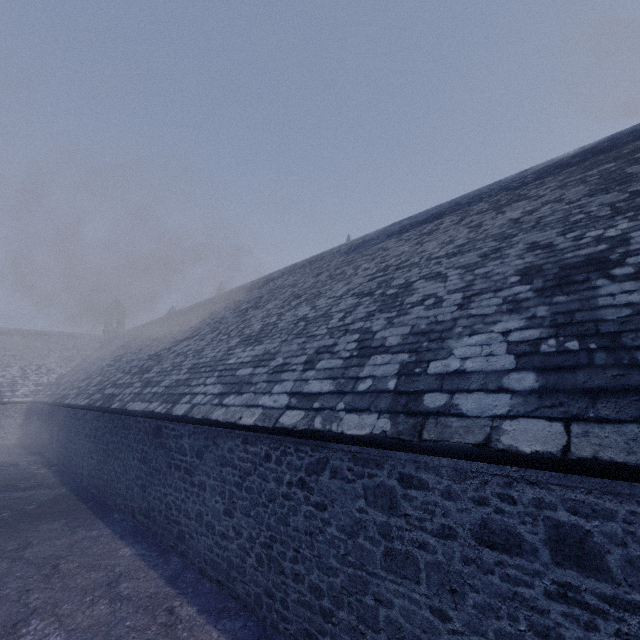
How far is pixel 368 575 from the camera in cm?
369
